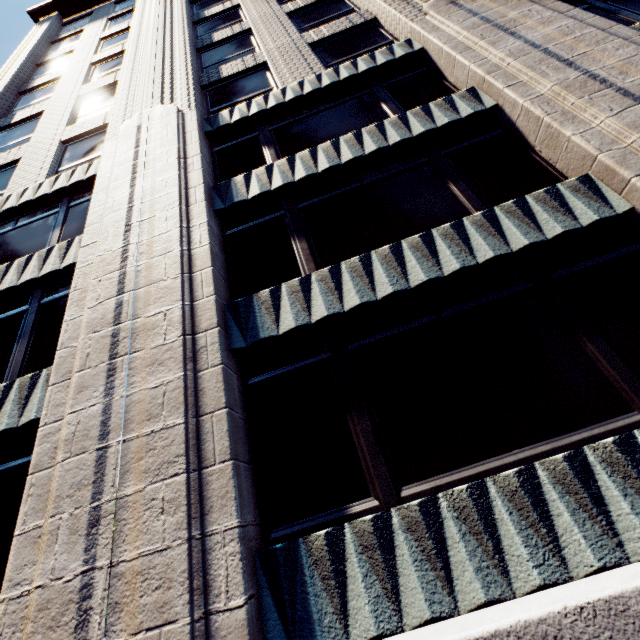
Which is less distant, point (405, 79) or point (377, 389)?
point (377, 389)
